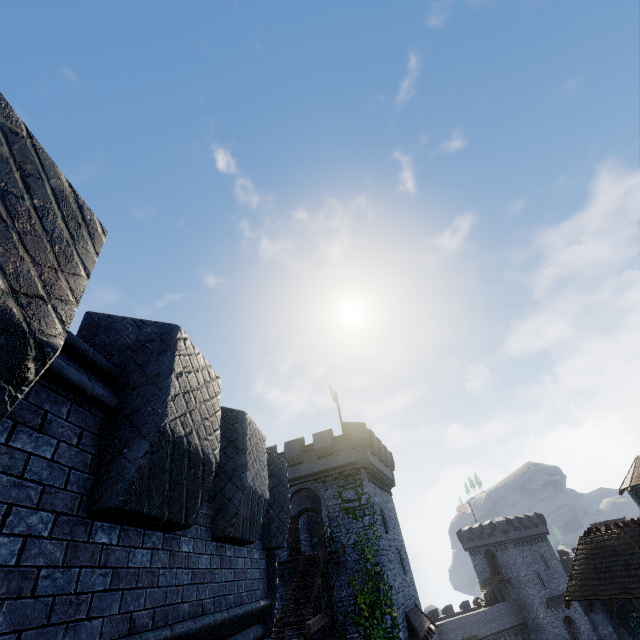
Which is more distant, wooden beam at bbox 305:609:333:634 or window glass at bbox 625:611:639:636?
window glass at bbox 625:611:639:636

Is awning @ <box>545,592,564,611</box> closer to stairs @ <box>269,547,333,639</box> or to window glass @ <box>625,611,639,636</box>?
window glass @ <box>625,611,639,636</box>

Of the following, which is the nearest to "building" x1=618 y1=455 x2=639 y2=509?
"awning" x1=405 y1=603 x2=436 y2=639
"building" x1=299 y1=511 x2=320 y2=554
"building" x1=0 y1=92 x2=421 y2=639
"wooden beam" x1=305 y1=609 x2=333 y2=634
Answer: "awning" x1=405 y1=603 x2=436 y2=639

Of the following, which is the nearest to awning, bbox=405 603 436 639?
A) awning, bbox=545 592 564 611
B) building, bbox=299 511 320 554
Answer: building, bbox=299 511 320 554

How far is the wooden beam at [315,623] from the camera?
14.6m

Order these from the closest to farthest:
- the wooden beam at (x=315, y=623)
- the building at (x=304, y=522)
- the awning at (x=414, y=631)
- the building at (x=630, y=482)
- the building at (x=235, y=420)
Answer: the building at (x=235, y=420), the wooden beam at (x=315, y=623), the awning at (x=414, y=631), the building at (x=304, y=522), the building at (x=630, y=482)

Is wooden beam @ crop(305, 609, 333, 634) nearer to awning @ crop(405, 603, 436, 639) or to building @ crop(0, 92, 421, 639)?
awning @ crop(405, 603, 436, 639)

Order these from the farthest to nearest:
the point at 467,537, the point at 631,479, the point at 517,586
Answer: the point at 467,537
the point at 517,586
the point at 631,479
